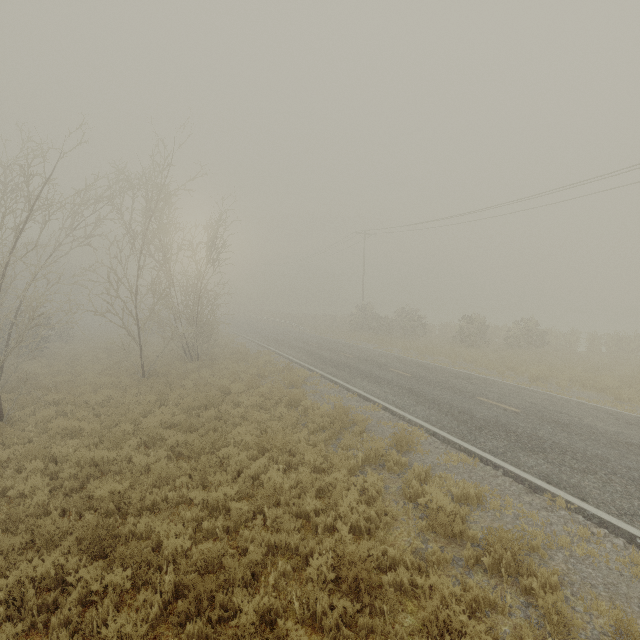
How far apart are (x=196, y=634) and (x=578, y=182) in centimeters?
2391cm
